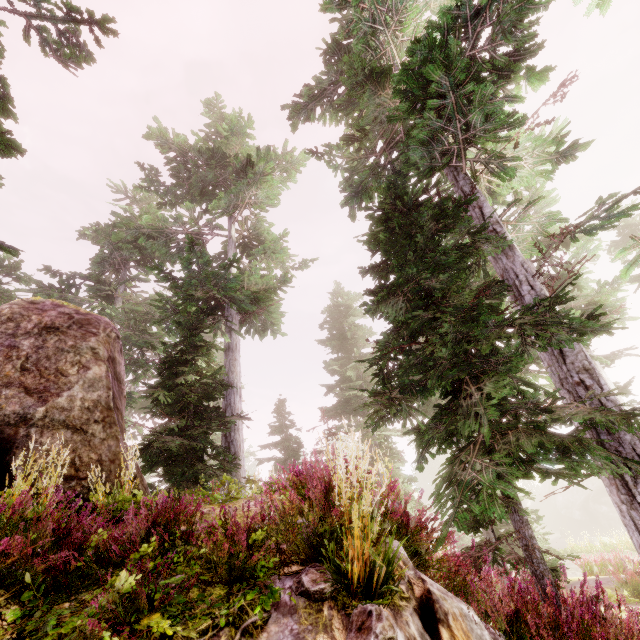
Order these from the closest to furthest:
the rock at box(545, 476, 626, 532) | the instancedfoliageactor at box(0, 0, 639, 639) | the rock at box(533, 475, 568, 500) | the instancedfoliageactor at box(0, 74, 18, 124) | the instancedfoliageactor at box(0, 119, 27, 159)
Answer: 1. the instancedfoliageactor at box(0, 0, 639, 639)
2. the instancedfoliageactor at box(0, 119, 27, 159)
3. the instancedfoliageactor at box(0, 74, 18, 124)
4. the rock at box(545, 476, 626, 532)
5. the rock at box(533, 475, 568, 500)

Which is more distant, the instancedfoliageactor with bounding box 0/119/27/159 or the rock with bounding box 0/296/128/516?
the rock with bounding box 0/296/128/516

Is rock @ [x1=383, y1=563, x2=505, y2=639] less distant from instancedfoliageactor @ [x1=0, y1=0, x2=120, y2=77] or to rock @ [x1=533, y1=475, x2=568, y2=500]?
instancedfoliageactor @ [x1=0, y1=0, x2=120, y2=77]

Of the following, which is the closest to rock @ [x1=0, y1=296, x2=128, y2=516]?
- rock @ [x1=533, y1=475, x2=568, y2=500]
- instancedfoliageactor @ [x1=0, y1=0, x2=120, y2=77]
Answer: instancedfoliageactor @ [x1=0, y1=0, x2=120, y2=77]

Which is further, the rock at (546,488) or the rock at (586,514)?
the rock at (546,488)

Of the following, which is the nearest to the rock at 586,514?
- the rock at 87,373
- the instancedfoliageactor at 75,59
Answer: the instancedfoliageactor at 75,59

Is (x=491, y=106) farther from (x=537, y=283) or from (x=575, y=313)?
(x=575, y=313)
